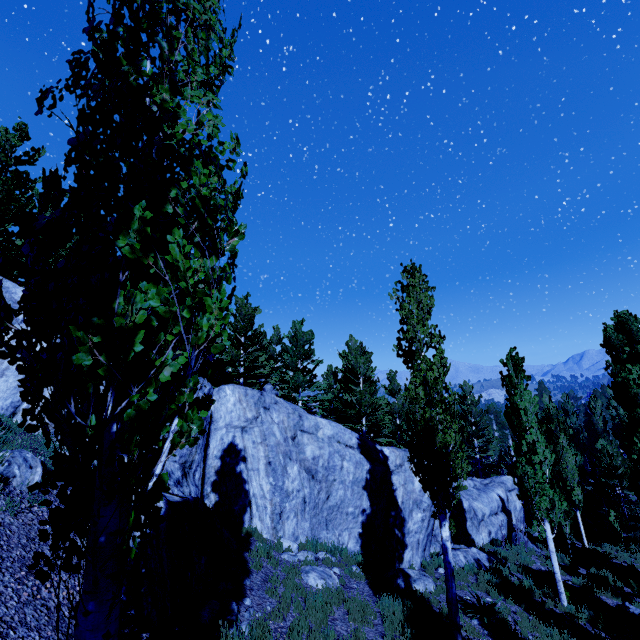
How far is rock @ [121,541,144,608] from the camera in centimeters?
507cm

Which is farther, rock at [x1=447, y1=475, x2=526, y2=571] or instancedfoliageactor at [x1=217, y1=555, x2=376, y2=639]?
rock at [x1=447, y1=475, x2=526, y2=571]

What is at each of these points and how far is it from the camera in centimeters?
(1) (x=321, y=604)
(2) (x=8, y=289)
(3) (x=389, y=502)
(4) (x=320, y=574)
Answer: (1) instancedfoliageactor, 765cm
(2) rock, 984cm
(3) rock, 1462cm
(4) rock, 923cm

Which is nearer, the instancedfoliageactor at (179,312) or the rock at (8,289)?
the instancedfoliageactor at (179,312)

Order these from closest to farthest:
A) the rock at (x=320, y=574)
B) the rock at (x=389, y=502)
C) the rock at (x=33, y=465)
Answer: the rock at (x=33, y=465) → the rock at (x=389, y=502) → the rock at (x=320, y=574)

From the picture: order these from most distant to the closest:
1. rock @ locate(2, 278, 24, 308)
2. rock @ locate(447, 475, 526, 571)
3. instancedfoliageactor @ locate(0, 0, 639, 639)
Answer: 1. rock @ locate(447, 475, 526, 571)
2. rock @ locate(2, 278, 24, 308)
3. instancedfoliageactor @ locate(0, 0, 639, 639)
